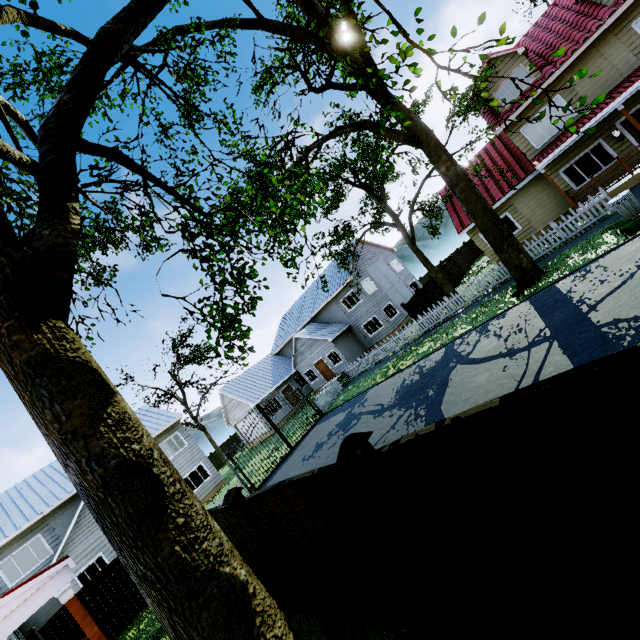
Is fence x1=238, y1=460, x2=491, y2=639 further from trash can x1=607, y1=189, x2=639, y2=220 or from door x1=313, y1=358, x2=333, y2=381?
door x1=313, y1=358, x2=333, y2=381

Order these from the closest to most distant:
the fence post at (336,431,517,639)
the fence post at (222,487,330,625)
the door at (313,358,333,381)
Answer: the fence post at (336,431,517,639) → the fence post at (222,487,330,625) → the door at (313,358,333,381)

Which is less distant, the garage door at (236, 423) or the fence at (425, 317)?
the fence at (425, 317)

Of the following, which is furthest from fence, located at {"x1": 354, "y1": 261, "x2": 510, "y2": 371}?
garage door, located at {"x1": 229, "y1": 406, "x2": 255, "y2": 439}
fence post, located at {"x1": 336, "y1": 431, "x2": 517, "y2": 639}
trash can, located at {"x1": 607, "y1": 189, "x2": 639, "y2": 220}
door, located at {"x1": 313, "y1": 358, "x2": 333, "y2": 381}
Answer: garage door, located at {"x1": 229, "y1": 406, "x2": 255, "y2": 439}

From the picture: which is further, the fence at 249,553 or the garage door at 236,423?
the garage door at 236,423

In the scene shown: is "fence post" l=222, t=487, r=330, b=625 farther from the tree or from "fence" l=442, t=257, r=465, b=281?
"fence" l=442, t=257, r=465, b=281

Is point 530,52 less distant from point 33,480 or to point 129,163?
point 129,163

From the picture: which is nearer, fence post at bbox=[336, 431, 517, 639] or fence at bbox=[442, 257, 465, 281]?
fence post at bbox=[336, 431, 517, 639]
